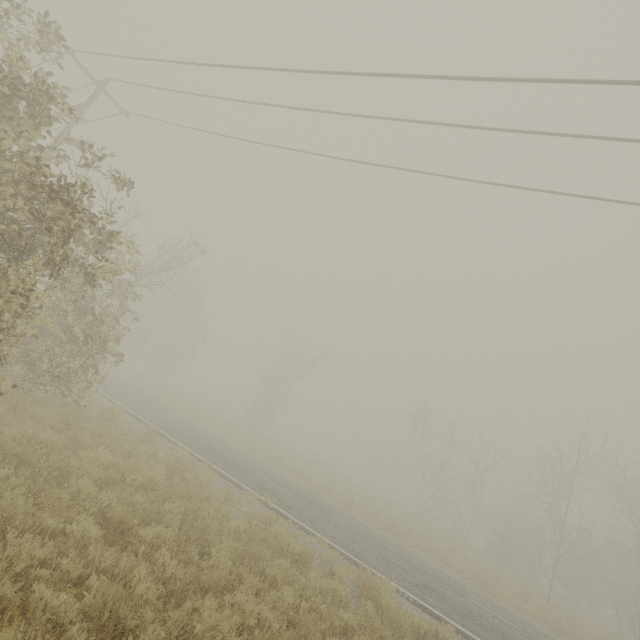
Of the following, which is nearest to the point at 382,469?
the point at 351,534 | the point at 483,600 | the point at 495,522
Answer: the point at 495,522

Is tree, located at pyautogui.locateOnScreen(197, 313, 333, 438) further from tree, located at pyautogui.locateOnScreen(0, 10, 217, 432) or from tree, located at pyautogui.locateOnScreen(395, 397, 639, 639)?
tree, located at pyautogui.locateOnScreen(395, 397, 639, 639)

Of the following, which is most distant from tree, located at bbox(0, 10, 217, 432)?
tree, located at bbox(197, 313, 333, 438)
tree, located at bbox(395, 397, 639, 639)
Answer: tree, located at bbox(395, 397, 639, 639)

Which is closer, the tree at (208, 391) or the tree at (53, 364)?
the tree at (53, 364)

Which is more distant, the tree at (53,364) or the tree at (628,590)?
the tree at (628,590)

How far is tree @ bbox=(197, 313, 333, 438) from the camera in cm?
3259
